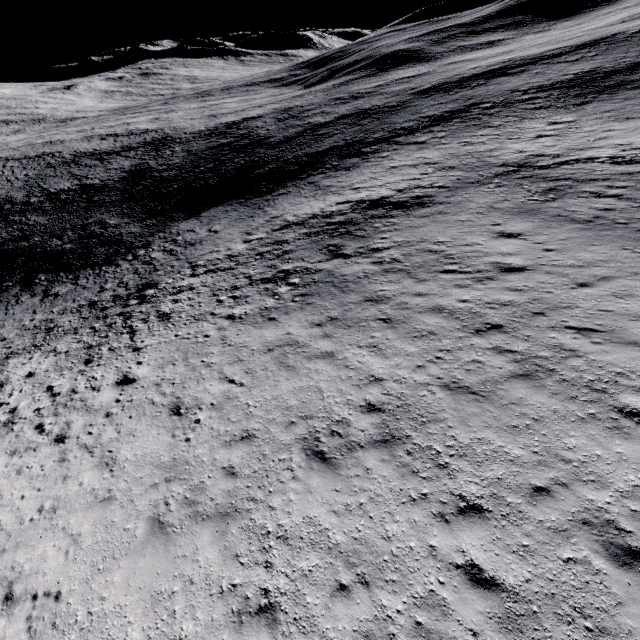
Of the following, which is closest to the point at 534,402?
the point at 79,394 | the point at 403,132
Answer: the point at 79,394
